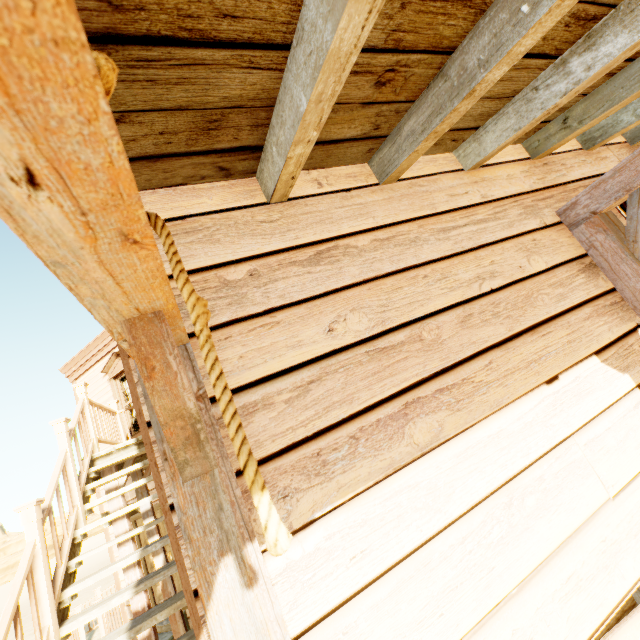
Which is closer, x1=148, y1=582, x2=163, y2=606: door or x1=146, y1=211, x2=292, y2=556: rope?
x1=146, y1=211, x2=292, y2=556: rope

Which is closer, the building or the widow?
the building

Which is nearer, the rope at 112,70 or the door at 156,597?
the rope at 112,70

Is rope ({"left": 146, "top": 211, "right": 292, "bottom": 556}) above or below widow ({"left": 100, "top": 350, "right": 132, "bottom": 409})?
below

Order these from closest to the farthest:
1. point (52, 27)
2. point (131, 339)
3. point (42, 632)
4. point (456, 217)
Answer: point (52, 27) → point (131, 339) → point (456, 217) → point (42, 632)

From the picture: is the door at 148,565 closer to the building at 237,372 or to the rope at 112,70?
the building at 237,372

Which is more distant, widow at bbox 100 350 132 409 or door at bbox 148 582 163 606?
widow at bbox 100 350 132 409

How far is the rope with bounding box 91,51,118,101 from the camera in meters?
0.5
